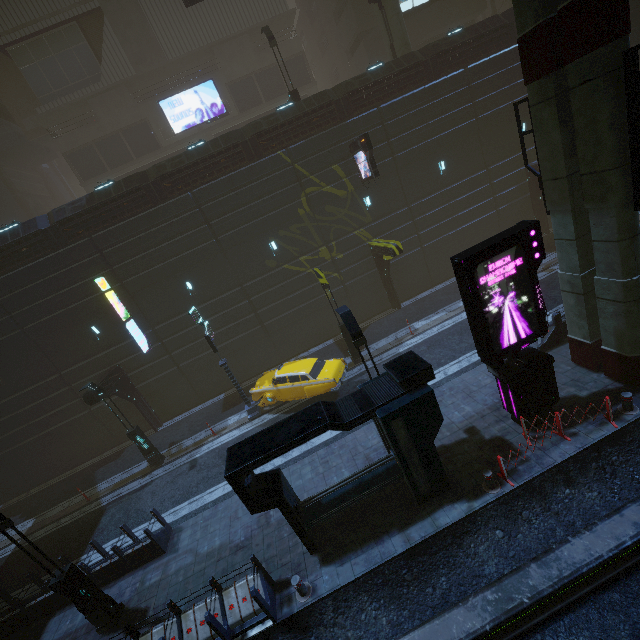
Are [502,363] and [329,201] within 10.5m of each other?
no

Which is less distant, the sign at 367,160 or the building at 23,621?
the building at 23,621

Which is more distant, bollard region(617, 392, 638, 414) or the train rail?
bollard region(617, 392, 638, 414)

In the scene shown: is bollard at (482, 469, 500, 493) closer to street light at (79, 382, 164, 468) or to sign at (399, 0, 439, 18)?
street light at (79, 382, 164, 468)

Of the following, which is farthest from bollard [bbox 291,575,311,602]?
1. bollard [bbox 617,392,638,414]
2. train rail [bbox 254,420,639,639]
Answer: bollard [bbox 617,392,638,414]

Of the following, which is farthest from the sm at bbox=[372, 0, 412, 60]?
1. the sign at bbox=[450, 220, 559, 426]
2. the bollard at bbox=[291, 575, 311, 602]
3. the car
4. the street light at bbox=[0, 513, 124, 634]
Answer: the street light at bbox=[0, 513, 124, 634]

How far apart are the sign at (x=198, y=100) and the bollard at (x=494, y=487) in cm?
3418

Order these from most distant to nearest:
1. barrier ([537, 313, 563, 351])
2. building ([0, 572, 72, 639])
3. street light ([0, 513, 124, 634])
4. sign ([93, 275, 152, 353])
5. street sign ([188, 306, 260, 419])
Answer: sign ([93, 275, 152, 353])
street sign ([188, 306, 260, 419])
barrier ([537, 313, 563, 351])
building ([0, 572, 72, 639])
street light ([0, 513, 124, 634])
